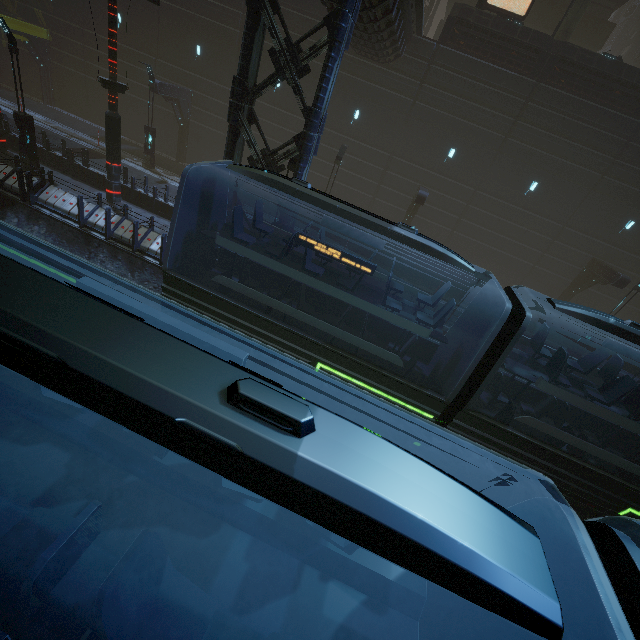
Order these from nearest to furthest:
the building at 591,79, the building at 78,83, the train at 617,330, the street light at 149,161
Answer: the train at 617,330 → the building at 591,79 → the street light at 149,161 → the building at 78,83

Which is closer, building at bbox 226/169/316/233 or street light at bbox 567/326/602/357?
building at bbox 226/169/316/233

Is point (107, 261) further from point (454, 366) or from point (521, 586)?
point (521, 586)

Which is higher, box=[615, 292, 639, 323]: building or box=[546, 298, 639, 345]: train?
box=[546, 298, 639, 345]: train

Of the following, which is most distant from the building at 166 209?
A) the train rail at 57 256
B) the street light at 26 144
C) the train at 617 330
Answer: the train at 617 330

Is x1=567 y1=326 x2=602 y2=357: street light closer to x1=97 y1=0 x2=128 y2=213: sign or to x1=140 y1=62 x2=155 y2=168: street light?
x1=97 y1=0 x2=128 y2=213: sign

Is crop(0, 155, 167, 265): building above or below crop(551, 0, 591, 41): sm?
below

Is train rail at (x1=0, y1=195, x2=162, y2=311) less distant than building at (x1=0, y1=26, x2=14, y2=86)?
Yes
